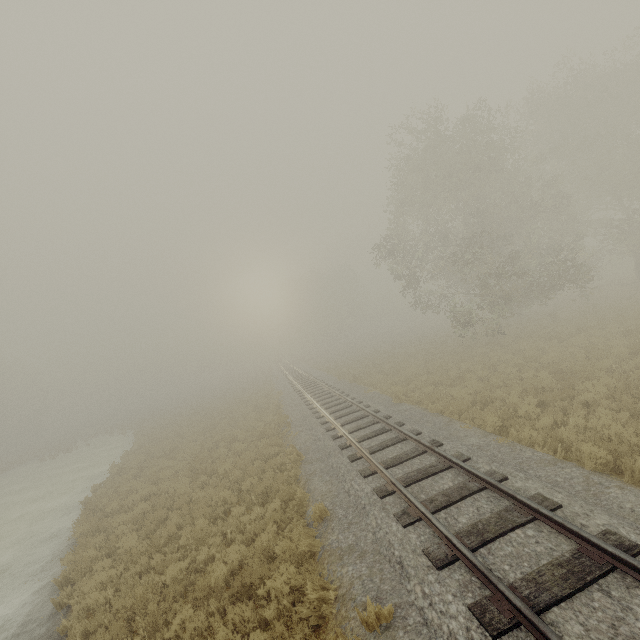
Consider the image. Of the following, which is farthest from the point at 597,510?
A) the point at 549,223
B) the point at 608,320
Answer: the point at 549,223
